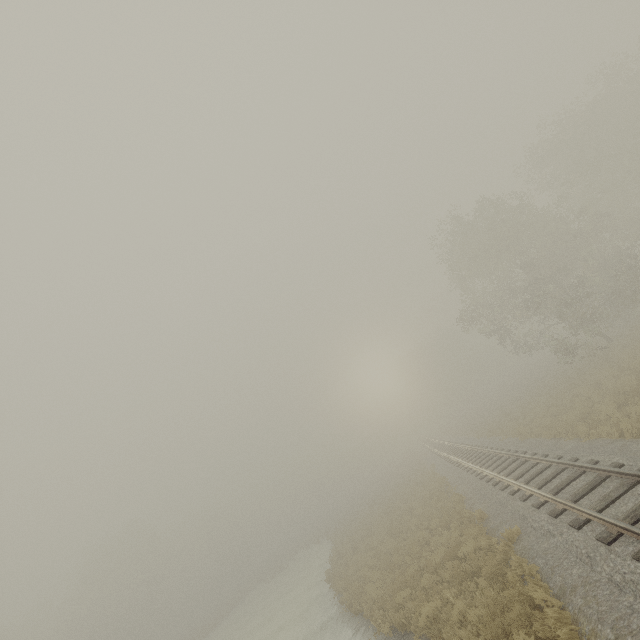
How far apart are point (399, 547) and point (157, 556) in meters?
51.2 m
